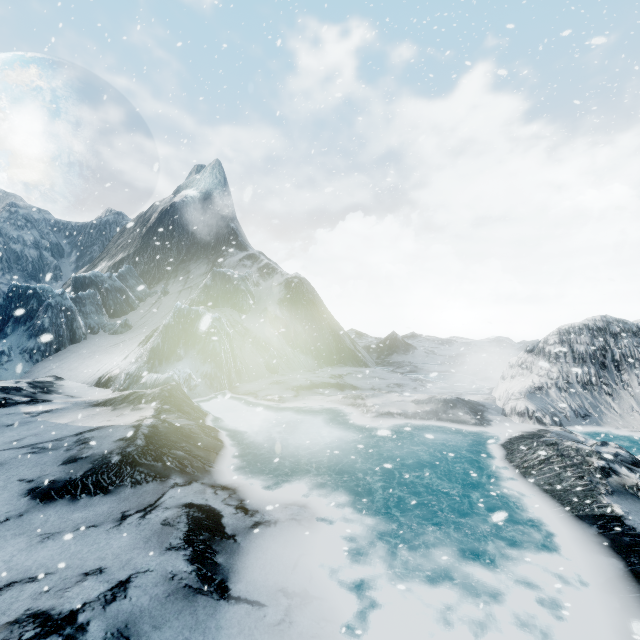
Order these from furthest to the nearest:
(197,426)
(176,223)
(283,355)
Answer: (176,223), (283,355), (197,426)
